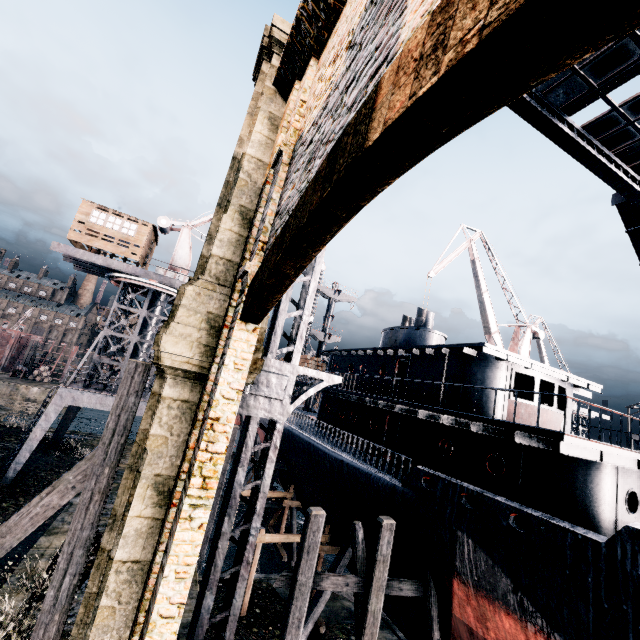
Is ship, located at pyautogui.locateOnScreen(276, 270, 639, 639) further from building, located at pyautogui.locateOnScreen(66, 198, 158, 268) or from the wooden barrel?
the wooden barrel

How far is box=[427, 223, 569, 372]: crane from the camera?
30.63m

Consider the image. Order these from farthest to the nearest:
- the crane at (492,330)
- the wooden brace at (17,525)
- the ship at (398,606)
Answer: the crane at (492,330), the ship at (398,606), the wooden brace at (17,525)

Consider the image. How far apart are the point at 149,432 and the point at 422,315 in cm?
1975

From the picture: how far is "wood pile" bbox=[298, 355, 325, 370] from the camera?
27.2m

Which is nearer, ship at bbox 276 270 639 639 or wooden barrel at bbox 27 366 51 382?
ship at bbox 276 270 639 639

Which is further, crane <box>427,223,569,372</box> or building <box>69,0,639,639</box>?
crane <box>427,223,569,372</box>

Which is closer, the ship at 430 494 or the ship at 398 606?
the ship at 430 494
